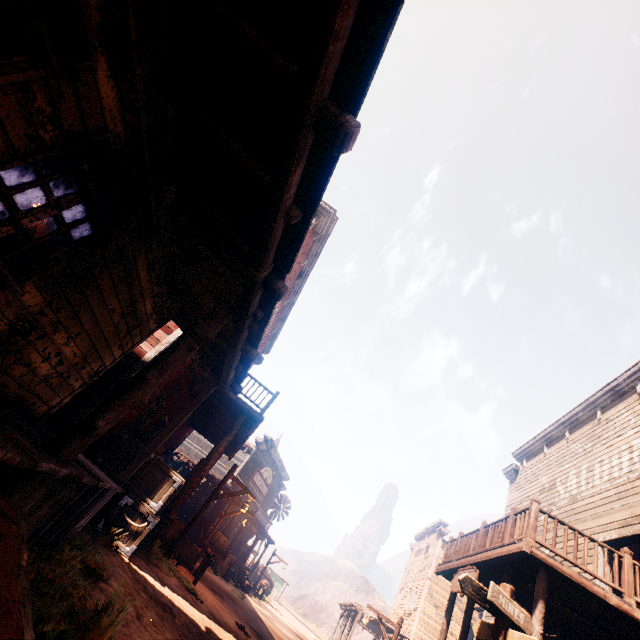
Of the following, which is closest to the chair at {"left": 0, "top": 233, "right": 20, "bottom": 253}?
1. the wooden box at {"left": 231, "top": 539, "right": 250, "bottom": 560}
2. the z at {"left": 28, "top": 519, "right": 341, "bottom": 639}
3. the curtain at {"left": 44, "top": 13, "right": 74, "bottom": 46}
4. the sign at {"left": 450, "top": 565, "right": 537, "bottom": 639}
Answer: the curtain at {"left": 44, "top": 13, "right": 74, "bottom": 46}

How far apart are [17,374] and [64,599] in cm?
290

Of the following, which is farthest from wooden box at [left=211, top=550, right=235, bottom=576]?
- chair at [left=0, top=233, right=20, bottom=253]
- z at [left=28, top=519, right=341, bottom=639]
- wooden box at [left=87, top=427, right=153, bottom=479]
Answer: chair at [left=0, top=233, right=20, bottom=253]

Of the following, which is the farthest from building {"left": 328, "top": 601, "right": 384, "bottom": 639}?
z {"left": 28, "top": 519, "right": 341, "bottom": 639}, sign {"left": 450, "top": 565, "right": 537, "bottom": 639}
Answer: sign {"left": 450, "top": 565, "right": 537, "bottom": 639}

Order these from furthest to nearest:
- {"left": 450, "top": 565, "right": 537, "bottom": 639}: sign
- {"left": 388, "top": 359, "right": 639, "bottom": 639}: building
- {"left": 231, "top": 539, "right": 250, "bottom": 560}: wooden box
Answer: {"left": 231, "top": 539, "right": 250, "bottom": 560}: wooden box → {"left": 388, "top": 359, "right": 639, "bottom": 639}: building → {"left": 450, "top": 565, "right": 537, "bottom": 639}: sign

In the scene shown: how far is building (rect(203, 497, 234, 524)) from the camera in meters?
21.3

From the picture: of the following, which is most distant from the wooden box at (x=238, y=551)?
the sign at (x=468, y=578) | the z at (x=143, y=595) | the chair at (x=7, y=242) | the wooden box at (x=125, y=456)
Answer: the chair at (x=7, y=242)

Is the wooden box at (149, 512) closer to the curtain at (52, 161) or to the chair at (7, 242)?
the curtain at (52, 161)
